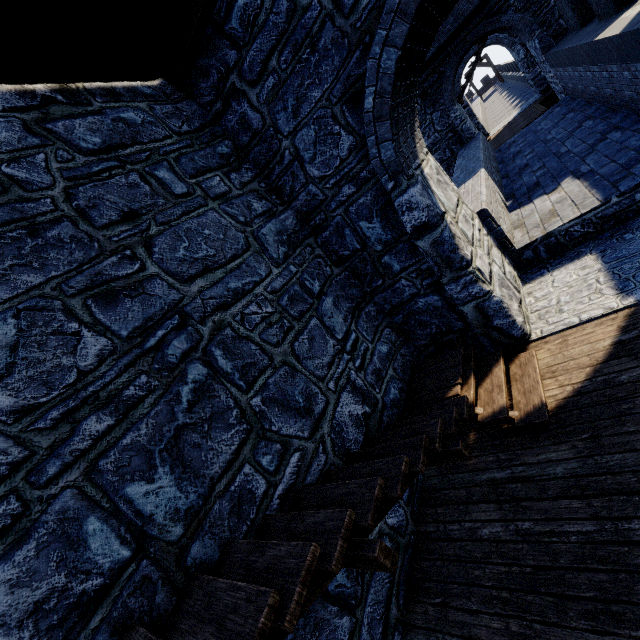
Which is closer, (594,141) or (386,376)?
(386,376)
